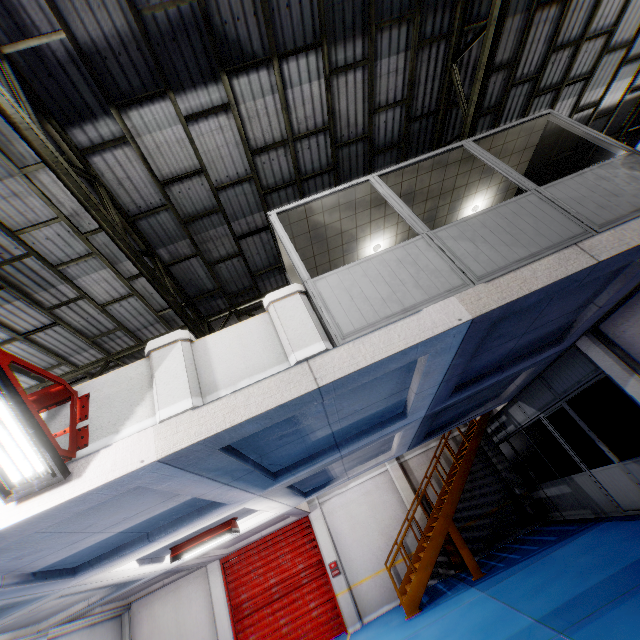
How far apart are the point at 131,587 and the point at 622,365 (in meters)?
14.14

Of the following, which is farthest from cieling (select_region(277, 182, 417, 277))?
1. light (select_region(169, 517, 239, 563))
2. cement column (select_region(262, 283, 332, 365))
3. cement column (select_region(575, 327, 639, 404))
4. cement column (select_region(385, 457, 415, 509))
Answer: cement column (select_region(385, 457, 415, 509))

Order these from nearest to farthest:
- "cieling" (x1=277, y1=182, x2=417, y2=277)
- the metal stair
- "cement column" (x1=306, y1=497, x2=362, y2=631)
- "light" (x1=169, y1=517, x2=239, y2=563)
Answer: "cieling" (x1=277, y1=182, x2=417, y2=277) → "light" (x1=169, y1=517, x2=239, y2=563) → the metal stair → "cement column" (x1=306, y1=497, x2=362, y2=631)

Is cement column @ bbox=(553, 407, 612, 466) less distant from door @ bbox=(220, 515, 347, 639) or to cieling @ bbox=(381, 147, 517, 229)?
cieling @ bbox=(381, 147, 517, 229)

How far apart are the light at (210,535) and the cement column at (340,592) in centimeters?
547cm

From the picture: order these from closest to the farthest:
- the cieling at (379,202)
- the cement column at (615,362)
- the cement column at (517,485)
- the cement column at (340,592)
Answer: the cieling at (379,202) < the cement column at (615,362) < the cement column at (340,592) < the cement column at (517,485)

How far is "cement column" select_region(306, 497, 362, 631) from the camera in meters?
11.2 m

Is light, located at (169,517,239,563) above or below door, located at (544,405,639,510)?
above
